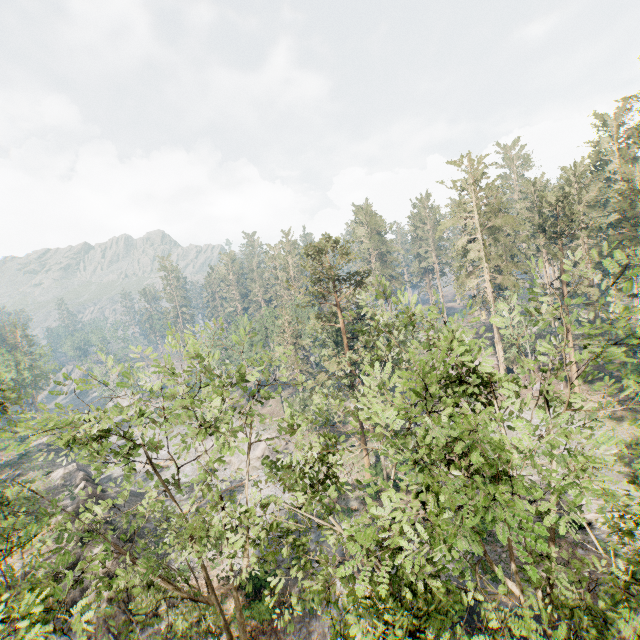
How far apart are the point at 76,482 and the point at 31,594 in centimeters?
3810cm

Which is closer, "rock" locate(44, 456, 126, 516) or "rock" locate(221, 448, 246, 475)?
"rock" locate(44, 456, 126, 516)

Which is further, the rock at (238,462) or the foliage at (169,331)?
the rock at (238,462)

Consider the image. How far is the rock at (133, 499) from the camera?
35.4 meters

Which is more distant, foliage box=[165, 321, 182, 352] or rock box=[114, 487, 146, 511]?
rock box=[114, 487, 146, 511]

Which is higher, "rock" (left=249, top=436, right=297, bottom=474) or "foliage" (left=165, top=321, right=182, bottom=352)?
"foliage" (left=165, top=321, right=182, bottom=352)

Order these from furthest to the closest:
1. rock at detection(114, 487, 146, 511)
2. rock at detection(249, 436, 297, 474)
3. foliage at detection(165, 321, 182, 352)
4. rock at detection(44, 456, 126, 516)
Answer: rock at detection(249, 436, 297, 474), rock at detection(114, 487, 146, 511), rock at detection(44, 456, 126, 516), foliage at detection(165, 321, 182, 352)
